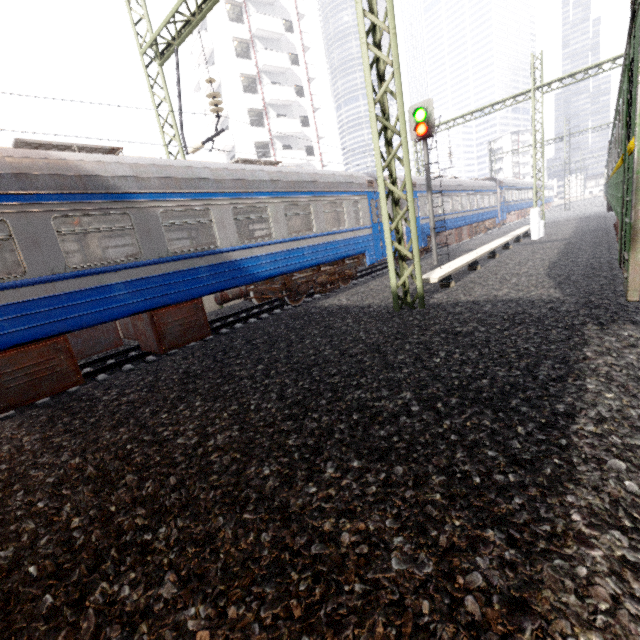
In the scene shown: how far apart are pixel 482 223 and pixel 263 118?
23.9 meters

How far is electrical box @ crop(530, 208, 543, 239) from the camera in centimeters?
1525cm

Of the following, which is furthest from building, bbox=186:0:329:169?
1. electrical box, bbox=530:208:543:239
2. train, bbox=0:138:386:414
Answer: electrical box, bbox=530:208:543:239

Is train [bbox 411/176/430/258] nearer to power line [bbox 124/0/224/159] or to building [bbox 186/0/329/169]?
power line [bbox 124/0/224/159]

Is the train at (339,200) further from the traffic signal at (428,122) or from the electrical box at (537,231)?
the electrical box at (537,231)

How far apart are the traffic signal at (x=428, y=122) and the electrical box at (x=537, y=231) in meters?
6.0

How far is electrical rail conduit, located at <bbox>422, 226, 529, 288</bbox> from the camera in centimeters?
774cm

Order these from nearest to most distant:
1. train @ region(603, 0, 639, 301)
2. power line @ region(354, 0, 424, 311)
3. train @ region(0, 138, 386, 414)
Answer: train @ region(603, 0, 639, 301) < train @ region(0, 138, 386, 414) < power line @ region(354, 0, 424, 311)
